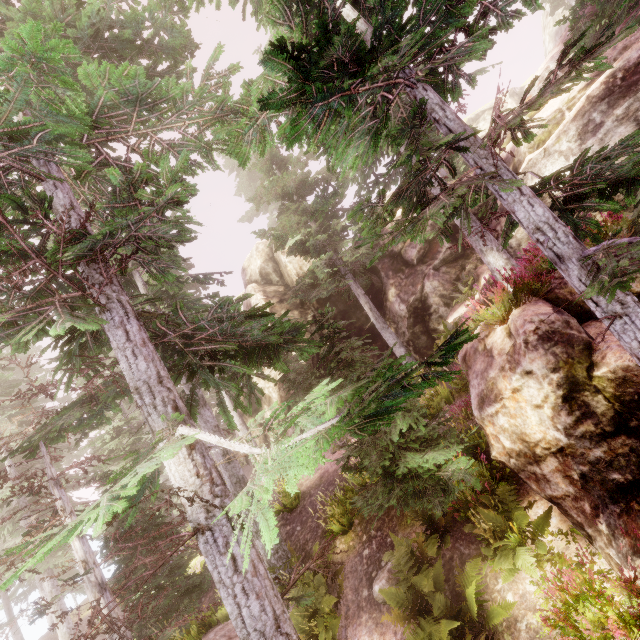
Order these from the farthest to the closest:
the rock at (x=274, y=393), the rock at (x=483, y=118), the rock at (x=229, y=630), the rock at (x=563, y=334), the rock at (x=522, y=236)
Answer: the rock at (x=483, y=118), the rock at (x=274, y=393), the rock at (x=522, y=236), the rock at (x=229, y=630), the rock at (x=563, y=334)

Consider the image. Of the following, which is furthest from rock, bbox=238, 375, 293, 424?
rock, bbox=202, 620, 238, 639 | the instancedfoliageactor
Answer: rock, bbox=202, 620, 238, 639

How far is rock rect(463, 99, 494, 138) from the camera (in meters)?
33.62

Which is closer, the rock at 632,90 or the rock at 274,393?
the rock at 632,90

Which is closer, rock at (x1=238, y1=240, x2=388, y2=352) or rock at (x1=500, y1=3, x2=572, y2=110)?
rock at (x1=500, y1=3, x2=572, y2=110)

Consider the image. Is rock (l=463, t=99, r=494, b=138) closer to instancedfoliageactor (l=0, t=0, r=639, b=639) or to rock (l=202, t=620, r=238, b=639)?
instancedfoliageactor (l=0, t=0, r=639, b=639)

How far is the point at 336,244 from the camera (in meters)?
18.89
